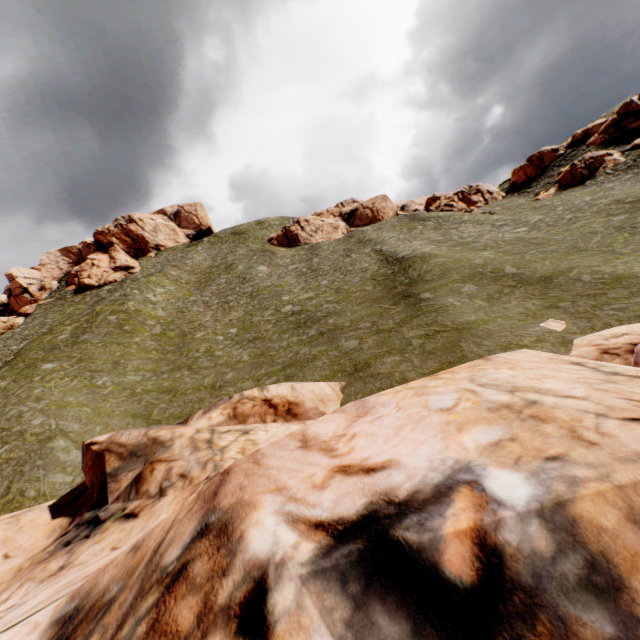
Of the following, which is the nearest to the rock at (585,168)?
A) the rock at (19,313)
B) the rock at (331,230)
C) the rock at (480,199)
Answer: the rock at (480,199)

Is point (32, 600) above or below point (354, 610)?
below

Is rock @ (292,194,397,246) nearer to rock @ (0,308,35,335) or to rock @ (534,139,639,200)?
rock @ (534,139,639,200)

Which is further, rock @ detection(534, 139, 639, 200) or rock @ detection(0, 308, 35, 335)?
rock @ detection(0, 308, 35, 335)

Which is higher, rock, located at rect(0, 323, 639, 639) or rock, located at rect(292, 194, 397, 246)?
rock, located at rect(292, 194, 397, 246)

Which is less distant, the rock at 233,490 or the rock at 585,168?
the rock at 233,490

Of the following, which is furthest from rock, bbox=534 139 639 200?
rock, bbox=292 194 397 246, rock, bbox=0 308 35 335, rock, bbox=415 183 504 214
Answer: rock, bbox=0 308 35 335

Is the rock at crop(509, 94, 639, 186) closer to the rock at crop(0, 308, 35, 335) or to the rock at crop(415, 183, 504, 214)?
the rock at crop(415, 183, 504, 214)
